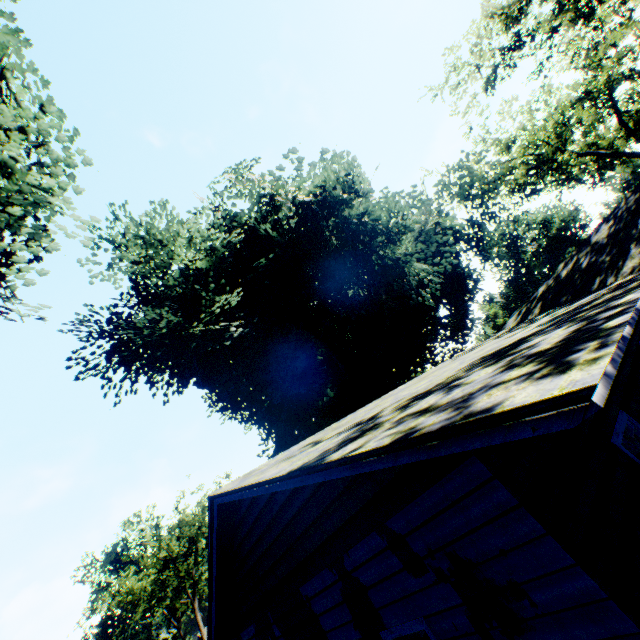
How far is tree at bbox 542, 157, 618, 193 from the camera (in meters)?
38.80

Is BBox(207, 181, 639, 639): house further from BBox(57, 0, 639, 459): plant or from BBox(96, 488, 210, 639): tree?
BBox(96, 488, 210, 639): tree

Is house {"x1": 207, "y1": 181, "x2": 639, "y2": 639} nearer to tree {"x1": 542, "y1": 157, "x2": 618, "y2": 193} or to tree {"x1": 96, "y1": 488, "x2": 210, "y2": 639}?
tree {"x1": 542, "y1": 157, "x2": 618, "y2": 193}

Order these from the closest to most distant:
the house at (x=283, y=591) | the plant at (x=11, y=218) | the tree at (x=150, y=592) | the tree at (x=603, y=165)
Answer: the house at (x=283, y=591) → the plant at (x=11, y=218) → the tree at (x=150, y=592) → the tree at (x=603, y=165)

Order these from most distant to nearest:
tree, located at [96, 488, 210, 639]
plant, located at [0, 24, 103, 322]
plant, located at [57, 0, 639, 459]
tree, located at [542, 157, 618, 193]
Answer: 1. tree, located at [542, 157, 618, 193]
2. tree, located at [96, 488, 210, 639]
3. plant, located at [57, 0, 639, 459]
4. plant, located at [0, 24, 103, 322]

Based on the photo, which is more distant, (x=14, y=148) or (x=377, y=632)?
(x=14, y=148)

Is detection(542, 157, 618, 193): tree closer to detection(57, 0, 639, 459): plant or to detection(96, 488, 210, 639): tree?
detection(57, 0, 639, 459): plant

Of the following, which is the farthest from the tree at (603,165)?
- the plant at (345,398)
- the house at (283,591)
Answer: the house at (283,591)
